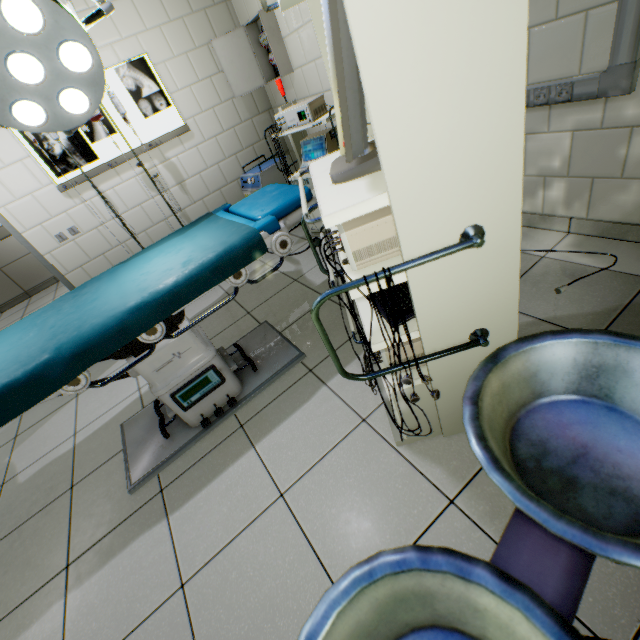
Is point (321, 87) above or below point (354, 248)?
above

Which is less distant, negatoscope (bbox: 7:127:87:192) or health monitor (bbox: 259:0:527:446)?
health monitor (bbox: 259:0:527:446)

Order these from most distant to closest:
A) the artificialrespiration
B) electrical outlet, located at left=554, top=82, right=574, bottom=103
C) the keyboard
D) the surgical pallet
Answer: the artificialrespiration
electrical outlet, located at left=554, top=82, right=574, bottom=103
the keyboard
the surgical pallet

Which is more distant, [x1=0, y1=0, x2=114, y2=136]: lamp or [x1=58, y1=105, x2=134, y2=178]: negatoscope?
[x1=58, y1=105, x2=134, y2=178]: negatoscope

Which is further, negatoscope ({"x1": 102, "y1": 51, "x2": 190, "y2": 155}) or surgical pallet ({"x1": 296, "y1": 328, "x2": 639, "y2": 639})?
negatoscope ({"x1": 102, "y1": 51, "x2": 190, "y2": 155})

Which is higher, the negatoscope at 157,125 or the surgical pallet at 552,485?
the negatoscope at 157,125

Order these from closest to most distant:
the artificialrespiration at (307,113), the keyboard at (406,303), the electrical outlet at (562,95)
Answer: the keyboard at (406,303) < the electrical outlet at (562,95) < the artificialrespiration at (307,113)

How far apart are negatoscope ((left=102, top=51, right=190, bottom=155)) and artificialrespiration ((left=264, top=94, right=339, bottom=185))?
1.32m
